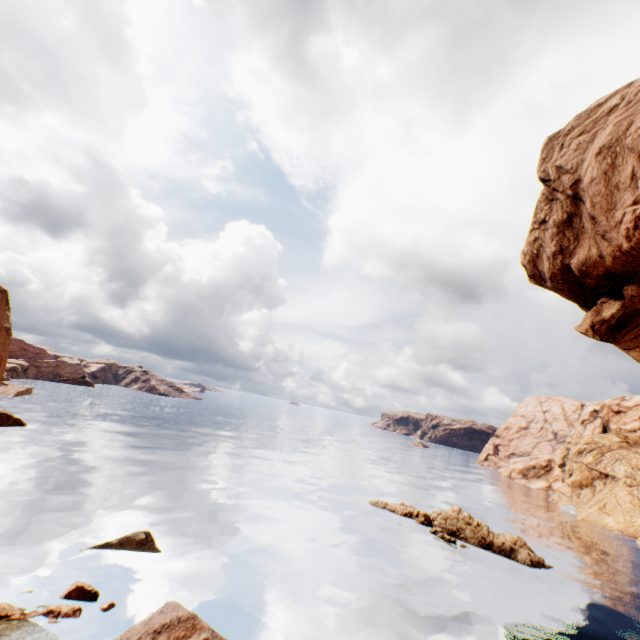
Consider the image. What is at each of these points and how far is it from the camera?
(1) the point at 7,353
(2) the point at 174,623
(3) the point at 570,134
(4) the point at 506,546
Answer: (1) rock, 50.31m
(2) rock, 11.58m
(3) rock, 20.95m
(4) rock, 30.12m

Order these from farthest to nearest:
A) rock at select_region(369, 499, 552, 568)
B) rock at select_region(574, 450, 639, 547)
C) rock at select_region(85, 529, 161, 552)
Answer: rock at select_region(574, 450, 639, 547) → rock at select_region(369, 499, 552, 568) → rock at select_region(85, 529, 161, 552)

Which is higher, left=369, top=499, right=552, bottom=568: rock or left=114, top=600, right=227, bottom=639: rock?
left=114, top=600, right=227, bottom=639: rock

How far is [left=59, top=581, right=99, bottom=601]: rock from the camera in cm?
1460

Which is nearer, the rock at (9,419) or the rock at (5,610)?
the rock at (5,610)

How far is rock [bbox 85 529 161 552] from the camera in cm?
1897

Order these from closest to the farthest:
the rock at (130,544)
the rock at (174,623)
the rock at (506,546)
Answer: the rock at (174,623)
the rock at (130,544)
the rock at (506,546)
